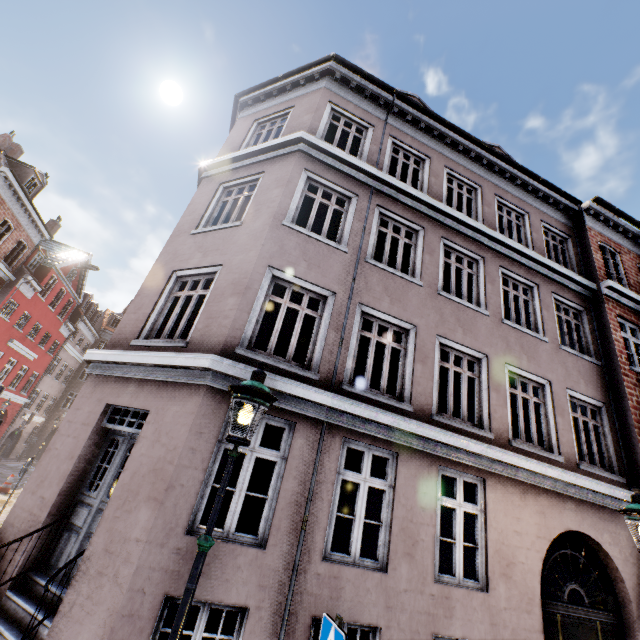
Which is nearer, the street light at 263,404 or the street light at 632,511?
the street light at 263,404

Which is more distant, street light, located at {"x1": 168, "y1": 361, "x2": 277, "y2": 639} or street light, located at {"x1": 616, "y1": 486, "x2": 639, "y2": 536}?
street light, located at {"x1": 616, "y1": 486, "x2": 639, "y2": 536}

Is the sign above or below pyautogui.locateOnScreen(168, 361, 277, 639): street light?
below

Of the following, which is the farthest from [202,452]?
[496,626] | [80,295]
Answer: [80,295]

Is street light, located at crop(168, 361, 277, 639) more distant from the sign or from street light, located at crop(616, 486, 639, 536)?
street light, located at crop(616, 486, 639, 536)

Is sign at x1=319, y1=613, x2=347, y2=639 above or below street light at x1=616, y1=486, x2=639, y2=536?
below

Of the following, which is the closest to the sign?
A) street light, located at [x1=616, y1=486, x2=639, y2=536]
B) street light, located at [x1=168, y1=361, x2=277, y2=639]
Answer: street light, located at [x1=168, y1=361, x2=277, y2=639]

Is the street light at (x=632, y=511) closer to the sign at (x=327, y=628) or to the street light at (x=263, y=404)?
the sign at (x=327, y=628)
